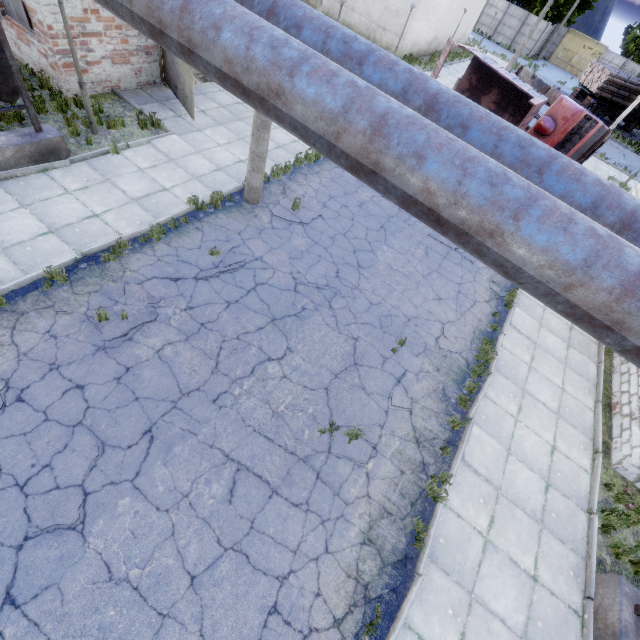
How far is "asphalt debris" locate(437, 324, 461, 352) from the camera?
8.51m

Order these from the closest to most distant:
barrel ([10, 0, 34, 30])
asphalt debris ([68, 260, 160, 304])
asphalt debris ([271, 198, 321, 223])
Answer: asphalt debris ([68, 260, 160, 304]) → asphalt debris ([271, 198, 321, 223]) → barrel ([10, 0, 34, 30])

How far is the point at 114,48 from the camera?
10.24m

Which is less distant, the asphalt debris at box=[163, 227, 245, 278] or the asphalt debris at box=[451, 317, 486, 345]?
the asphalt debris at box=[163, 227, 245, 278]

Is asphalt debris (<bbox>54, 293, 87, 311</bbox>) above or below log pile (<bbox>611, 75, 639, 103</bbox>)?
below

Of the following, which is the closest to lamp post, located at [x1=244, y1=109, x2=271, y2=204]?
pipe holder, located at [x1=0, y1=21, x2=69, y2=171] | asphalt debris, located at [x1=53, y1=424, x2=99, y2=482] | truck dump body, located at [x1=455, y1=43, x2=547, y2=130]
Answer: pipe holder, located at [x1=0, y1=21, x2=69, y2=171]

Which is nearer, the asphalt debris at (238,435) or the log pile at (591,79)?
the asphalt debris at (238,435)

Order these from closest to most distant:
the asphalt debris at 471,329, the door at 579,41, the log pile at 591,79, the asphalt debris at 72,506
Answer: the asphalt debris at 72,506 → the asphalt debris at 471,329 → the log pile at 591,79 → the door at 579,41
